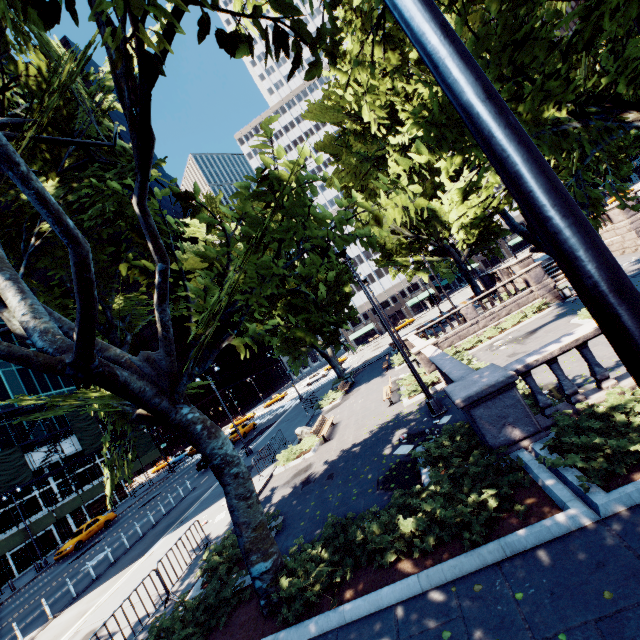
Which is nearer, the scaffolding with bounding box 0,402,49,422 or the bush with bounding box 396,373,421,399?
the bush with bounding box 396,373,421,399

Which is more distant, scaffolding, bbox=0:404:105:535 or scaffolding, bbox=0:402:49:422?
scaffolding, bbox=0:402:49:422

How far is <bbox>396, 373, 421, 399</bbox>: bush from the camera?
15.4m

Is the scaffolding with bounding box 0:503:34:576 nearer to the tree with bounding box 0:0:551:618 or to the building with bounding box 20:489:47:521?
the building with bounding box 20:489:47:521

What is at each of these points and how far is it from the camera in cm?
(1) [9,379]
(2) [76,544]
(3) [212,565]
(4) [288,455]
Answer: (1) building, 3959
(2) vehicle, 2780
(3) bush, 919
(4) bush, 1641

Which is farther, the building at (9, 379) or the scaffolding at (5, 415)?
the building at (9, 379)

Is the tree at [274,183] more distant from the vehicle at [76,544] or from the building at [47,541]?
the building at [47,541]

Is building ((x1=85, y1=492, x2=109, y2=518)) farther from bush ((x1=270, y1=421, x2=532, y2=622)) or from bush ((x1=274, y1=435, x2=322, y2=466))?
bush ((x1=270, y1=421, x2=532, y2=622))
